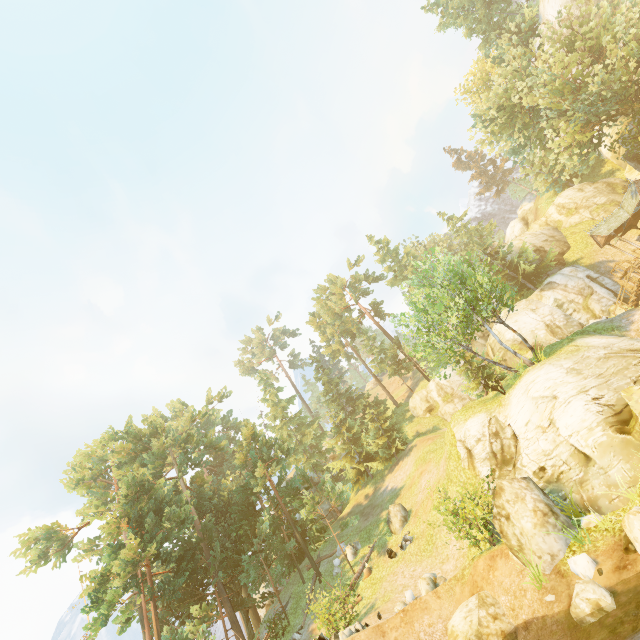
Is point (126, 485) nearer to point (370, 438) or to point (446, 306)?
point (370, 438)

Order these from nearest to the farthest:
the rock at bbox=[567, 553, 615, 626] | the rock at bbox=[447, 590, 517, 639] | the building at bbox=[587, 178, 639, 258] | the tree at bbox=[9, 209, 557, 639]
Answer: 1. the rock at bbox=[567, 553, 615, 626]
2. the rock at bbox=[447, 590, 517, 639]
3. the tree at bbox=[9, 209, 557, 639]
4. the building at bbox=[587, 178, 639, 258]

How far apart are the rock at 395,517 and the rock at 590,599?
15.5 meters

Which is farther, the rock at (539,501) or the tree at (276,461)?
the tree at (276,461)

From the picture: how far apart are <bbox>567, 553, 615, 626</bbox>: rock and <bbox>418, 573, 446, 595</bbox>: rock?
7.00m

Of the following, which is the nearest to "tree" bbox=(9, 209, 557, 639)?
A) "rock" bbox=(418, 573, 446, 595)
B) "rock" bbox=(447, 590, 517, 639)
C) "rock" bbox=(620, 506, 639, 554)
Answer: "rock" bbox=(418, 573, 446, 595)

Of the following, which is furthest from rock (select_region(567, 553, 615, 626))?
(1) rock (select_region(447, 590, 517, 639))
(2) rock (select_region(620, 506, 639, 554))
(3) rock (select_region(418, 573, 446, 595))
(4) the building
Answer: (4) the building

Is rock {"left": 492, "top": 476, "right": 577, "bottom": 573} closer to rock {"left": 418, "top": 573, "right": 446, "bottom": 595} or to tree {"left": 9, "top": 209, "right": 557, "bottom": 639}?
rock {"left": 418, "top": 573, "right": 446, "bottom": 595}
